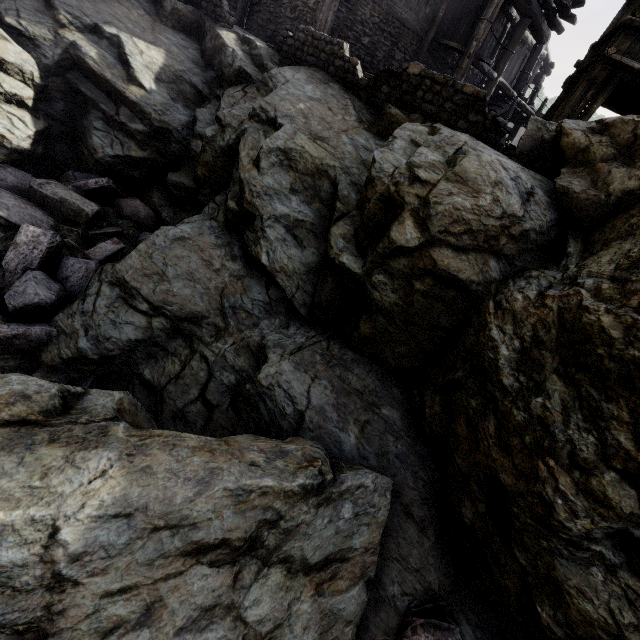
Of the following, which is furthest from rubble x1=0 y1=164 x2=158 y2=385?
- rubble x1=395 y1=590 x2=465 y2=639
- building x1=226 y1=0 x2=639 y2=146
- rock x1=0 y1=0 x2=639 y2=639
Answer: building x1=226 y1=0 x2=639 y2=146

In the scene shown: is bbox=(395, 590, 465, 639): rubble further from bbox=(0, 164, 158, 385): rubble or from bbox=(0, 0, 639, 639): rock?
bbox=(0, 164, 158, 385): rubble

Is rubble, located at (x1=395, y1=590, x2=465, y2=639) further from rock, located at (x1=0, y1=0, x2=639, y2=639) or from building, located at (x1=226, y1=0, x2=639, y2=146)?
building, located at (x1=226, y1=0, x2=639, y2=146)

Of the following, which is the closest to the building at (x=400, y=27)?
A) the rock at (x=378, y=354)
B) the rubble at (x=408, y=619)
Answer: the rock at (x=378, y=354)

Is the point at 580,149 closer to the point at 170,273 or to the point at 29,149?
the point at 170,273

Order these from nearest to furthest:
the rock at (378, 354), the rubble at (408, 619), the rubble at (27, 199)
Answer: the rock at (378, 354), the rubble at (408, 619), the rubble at (27, 199)

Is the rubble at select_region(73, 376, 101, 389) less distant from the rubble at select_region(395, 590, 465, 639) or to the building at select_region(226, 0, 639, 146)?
the rubble at select_region(395, 590, 465, 639)
